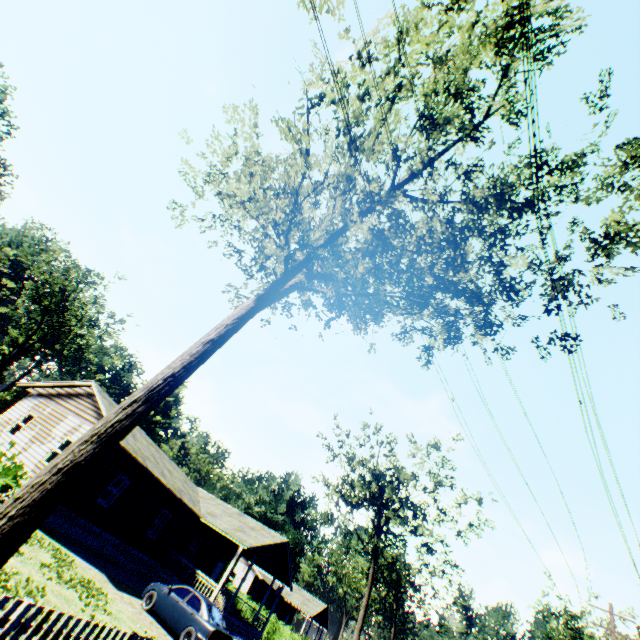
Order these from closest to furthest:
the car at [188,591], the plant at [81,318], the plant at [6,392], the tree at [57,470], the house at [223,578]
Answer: the tree at [57,470]
the car at [188,591]
the house at [223,578]
the plant at [81,318]
the plant at [6,392]

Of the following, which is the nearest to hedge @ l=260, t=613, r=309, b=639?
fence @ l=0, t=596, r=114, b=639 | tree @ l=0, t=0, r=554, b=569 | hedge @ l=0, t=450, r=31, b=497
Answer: fence @ l=0, t=596, r=114, b=639

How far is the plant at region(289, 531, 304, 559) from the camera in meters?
58.8

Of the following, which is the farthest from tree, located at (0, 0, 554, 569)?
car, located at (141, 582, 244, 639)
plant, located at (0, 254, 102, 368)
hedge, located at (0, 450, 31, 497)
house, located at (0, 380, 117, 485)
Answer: plant, located at (0, 254, 102, 368)

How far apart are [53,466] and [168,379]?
2.5 meters

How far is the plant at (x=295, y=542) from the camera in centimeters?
5881cm

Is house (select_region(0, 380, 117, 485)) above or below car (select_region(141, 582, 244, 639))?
above

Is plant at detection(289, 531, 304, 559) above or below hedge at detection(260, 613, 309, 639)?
above
